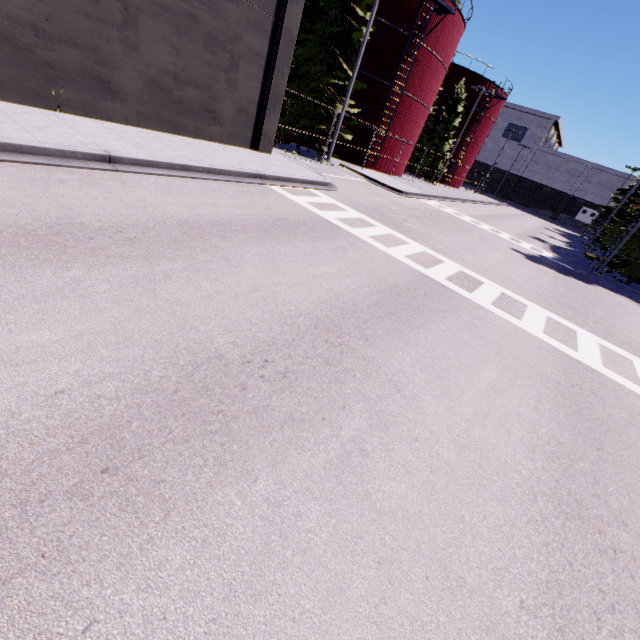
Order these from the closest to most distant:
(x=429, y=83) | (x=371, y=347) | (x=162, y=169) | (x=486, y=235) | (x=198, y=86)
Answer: (x=371, y=347), (x=162, y=169), (x=198, y=86), (x=486, y=235), (x=429, y=83)

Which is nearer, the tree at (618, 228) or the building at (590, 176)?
the tree at (618, 228)

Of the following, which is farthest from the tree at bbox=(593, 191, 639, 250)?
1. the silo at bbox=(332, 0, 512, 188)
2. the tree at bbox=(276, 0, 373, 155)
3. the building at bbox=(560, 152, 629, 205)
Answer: the building at bbox=(560, 152, 629, 205)

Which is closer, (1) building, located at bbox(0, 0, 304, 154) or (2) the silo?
(1) building, located at bbox(0, 0, 304, 154)

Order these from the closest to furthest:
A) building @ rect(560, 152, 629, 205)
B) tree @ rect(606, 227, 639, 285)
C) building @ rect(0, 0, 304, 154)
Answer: building @ rect(0, 0, 304, 154) → tree @ rect(606, 227, 639, 285) → building @ rect(560, 152, 629, 205)

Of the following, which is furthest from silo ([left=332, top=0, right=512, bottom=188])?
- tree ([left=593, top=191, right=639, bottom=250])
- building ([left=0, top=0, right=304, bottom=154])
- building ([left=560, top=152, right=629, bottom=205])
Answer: building ([left=560, top=152, right=629, bottom=205])

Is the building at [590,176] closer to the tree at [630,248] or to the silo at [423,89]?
the tree at [630,248]

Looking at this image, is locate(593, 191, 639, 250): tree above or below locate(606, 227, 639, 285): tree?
above
